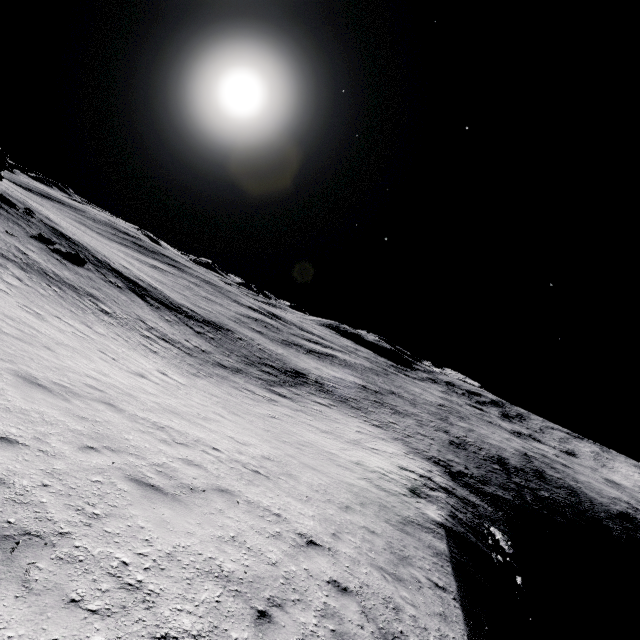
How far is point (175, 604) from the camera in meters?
3.6 m
